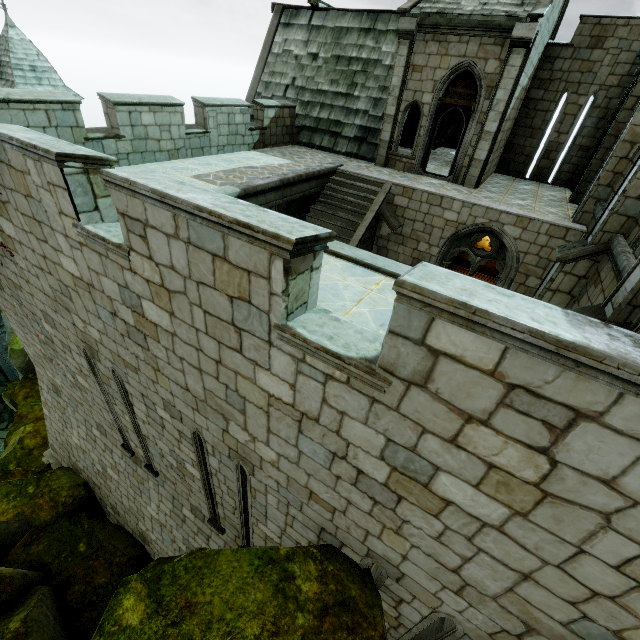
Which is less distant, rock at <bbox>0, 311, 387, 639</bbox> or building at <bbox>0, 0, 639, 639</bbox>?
building at <bbox>0, 0, 639, 639</bbox>

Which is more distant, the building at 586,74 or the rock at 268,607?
the rock at 268,607

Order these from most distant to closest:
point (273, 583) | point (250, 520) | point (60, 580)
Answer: point (60, 580), point (250, 520), point (273, 583)
